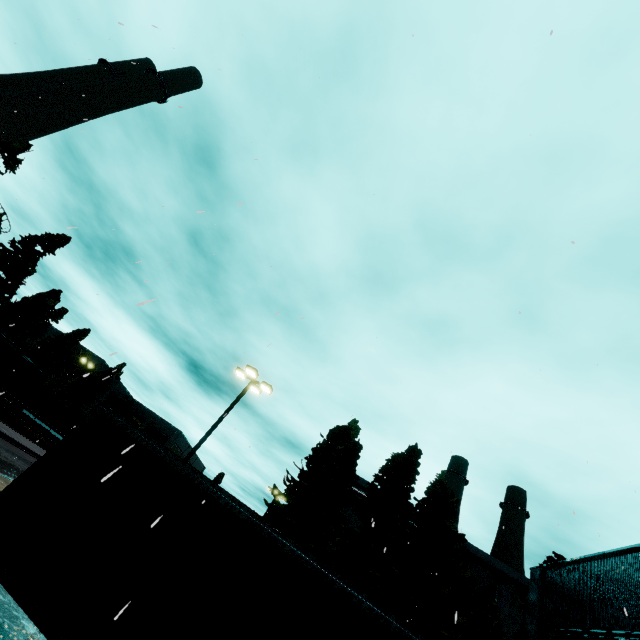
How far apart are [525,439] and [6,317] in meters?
70.4

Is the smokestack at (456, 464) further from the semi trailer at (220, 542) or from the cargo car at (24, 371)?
the cargo car at (24, 371)

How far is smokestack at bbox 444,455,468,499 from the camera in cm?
4199

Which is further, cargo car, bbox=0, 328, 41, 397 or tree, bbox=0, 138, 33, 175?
tree, bbox=0, 138, 33, 175

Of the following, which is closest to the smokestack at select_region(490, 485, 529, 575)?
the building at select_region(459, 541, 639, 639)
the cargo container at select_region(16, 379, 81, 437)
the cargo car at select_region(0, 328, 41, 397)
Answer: the building at select_region(459, 541, 639, 639)

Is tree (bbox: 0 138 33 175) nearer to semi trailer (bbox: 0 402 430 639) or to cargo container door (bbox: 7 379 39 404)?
cargo container door (bbox: 7 379 39 404)

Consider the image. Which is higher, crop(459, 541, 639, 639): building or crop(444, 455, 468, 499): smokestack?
crop(444, 455, 468, 499): smokestack

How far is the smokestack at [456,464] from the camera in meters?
42.0 m
